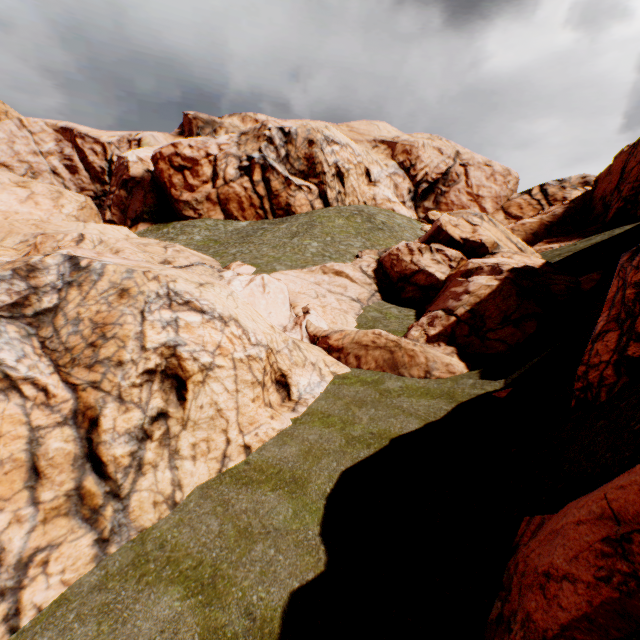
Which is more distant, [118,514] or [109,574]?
[118,514]

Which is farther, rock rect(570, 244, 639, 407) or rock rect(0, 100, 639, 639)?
rock rect(0, 100, 639, 639)

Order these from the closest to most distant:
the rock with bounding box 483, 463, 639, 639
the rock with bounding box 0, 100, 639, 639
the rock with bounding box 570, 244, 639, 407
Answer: the rock with bounding box 483, 463, 639, 639 → the rock with bounding box 570, 244, 639, 407 → the rock with bounding box 0, 100, 639, 639

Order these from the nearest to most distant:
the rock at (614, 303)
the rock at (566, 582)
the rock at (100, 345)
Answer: the rock at (566, 582) → the rock at (614, 303) → the rock at (100, 345)

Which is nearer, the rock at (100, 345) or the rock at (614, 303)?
the rock at (614, 303)

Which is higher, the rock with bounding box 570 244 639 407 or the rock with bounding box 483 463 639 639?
the rock with bounding box 570 244 639 407
